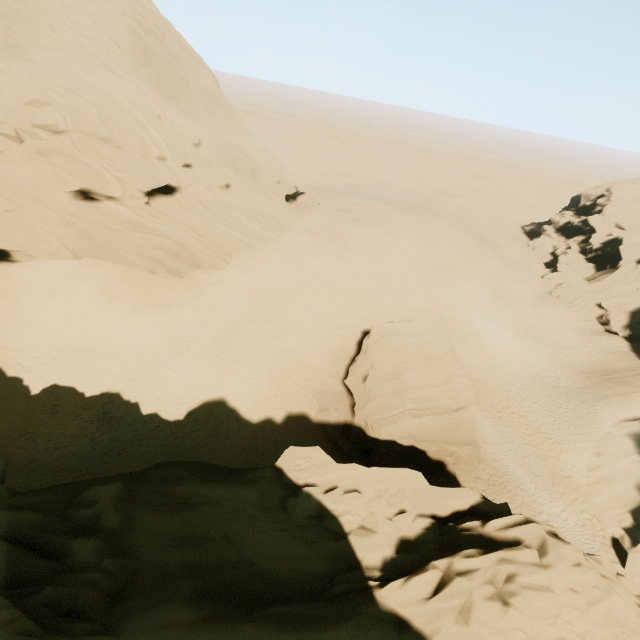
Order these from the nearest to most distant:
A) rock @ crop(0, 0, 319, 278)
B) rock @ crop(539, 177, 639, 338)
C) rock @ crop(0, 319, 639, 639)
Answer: rock @ crop(0, 319, 639, 639)
rock @ crop(0, 0, 319, 278)
rock @ crop(539, 177, 639, 338)

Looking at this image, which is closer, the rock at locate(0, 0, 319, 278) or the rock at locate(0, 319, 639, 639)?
the rock at locate(0, 319, 639, 639)

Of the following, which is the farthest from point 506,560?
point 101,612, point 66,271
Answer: point 66,271

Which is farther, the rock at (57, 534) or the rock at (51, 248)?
the rock at (51, 248)
